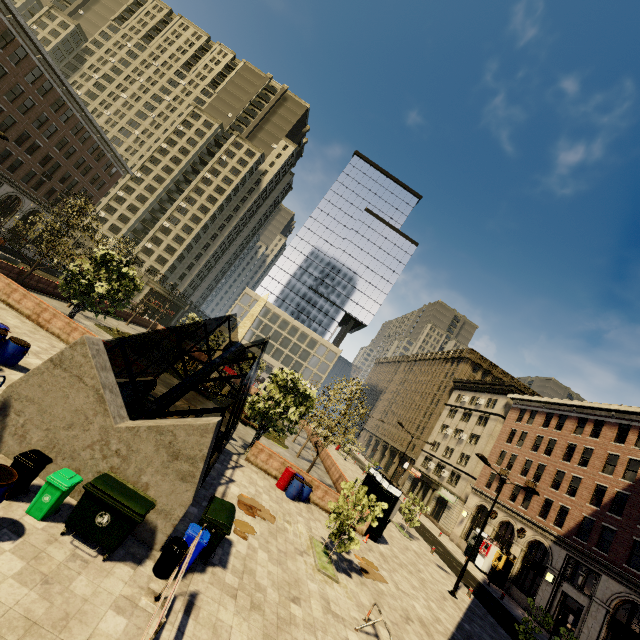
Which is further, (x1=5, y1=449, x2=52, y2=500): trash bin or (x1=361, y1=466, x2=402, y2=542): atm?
(x1=361, y1=466, x2=402, y2=542): atm

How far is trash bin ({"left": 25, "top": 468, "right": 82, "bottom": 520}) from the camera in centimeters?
667cm

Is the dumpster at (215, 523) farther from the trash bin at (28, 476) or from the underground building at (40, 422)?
the trash bin at (28, 476)

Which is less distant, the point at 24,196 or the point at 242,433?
the point at 242,433

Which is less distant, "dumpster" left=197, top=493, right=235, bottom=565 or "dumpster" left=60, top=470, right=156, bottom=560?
"dumpster" left=60, top=470, right=156, bottom=560

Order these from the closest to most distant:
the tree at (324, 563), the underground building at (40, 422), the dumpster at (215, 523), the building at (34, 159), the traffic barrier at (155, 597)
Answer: the traffic barrier at (155, 597) → the underground building at (40, 422) → the dumpster at (215, 523) → the tree at (324, 563) → the building at (34, 159)

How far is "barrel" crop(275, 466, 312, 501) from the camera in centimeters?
1736cm

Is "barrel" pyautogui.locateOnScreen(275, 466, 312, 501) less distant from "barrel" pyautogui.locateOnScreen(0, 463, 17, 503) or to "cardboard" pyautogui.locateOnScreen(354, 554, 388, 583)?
"cardboard" pyautogui.locateOnScreen(354, 554, 388, 583)
